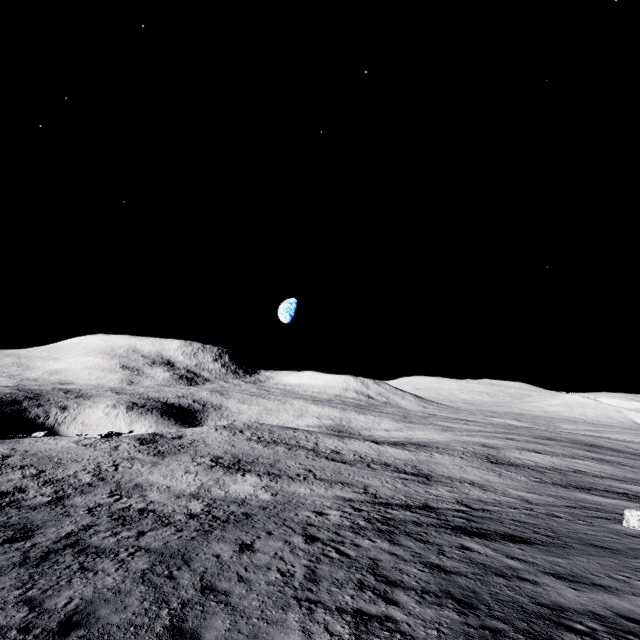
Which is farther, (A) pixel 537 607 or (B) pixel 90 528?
(B) pixel 90 528
